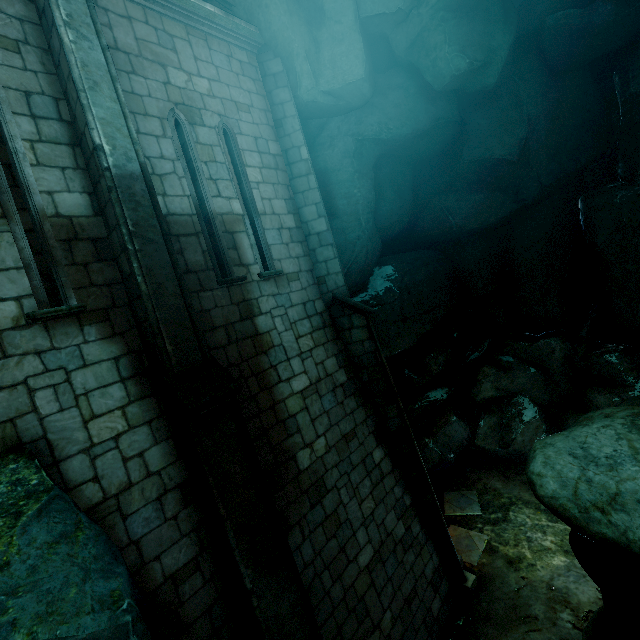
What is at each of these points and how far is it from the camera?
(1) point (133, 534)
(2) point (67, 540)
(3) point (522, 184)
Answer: (1) building, 4.0m
(2) rock, 2.8m
(3) rock, 10.7m

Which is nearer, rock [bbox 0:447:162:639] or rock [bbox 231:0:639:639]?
rock [bbox 0:447:162:639]

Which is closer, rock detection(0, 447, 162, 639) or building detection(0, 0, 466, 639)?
rock detection(0, 447, 162, 639)

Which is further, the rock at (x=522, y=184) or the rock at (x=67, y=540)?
the rock at (x=522, y=184)

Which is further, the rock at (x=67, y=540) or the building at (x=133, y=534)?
the building at (x=133, y=534)
